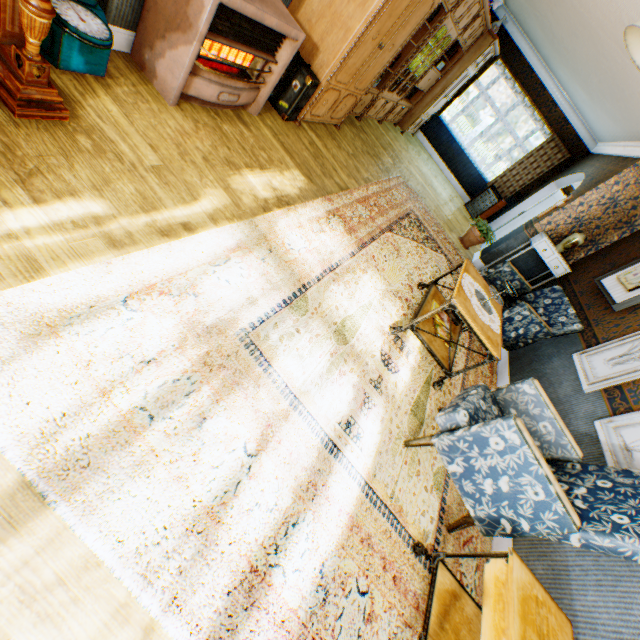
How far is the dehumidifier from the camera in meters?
9.2

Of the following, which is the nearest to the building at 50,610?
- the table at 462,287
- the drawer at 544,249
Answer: the drawer at 544,249

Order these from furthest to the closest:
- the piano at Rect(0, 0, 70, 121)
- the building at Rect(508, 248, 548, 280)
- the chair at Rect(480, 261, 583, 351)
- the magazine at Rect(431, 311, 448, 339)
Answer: the building at Rect(508, 248, 548, 280) < the chair at Rect(480, 261, 583, 351) < the magazine at Rect(431, 311, 448, 339) < the piano at Rect(0, 0, 70, 121)

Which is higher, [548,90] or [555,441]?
[548,90]

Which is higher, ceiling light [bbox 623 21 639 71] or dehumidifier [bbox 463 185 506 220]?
ceiling light [bbox 623 21 639 71]

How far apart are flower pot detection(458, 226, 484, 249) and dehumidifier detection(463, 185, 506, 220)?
2.6 meters

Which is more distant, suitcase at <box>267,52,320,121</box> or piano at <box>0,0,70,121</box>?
suitcase at <box>267,52,320,121</box>

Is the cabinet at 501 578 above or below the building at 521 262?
below
